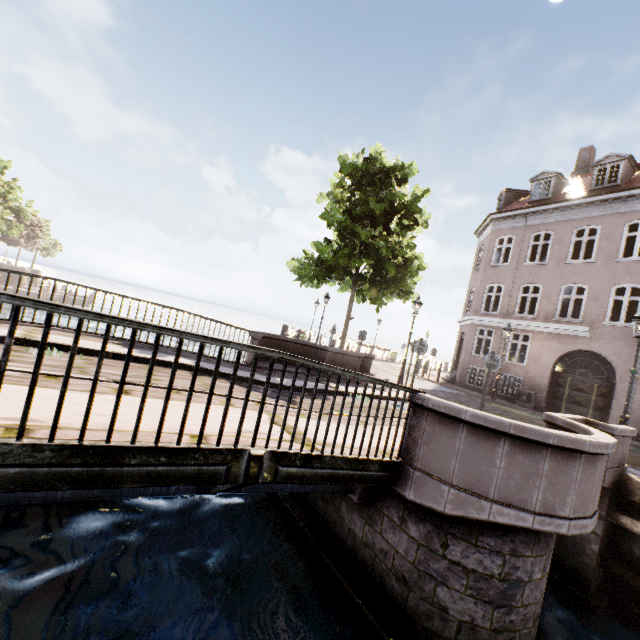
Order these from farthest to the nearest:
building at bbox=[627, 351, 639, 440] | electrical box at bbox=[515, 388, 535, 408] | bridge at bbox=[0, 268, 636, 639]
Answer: → electrical box at bbox=[515, 388, 535, 408], building at bbox=[627, 351, 639, 440], bridge at bbox=[0, 268, 636, 639]

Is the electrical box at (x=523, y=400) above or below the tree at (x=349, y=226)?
below

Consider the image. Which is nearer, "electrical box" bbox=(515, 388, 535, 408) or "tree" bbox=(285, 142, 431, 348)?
"tree" bbox=(285, 142, 431, 348)

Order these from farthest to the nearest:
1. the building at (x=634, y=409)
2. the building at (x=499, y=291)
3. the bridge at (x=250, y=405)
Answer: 1. the building at (x=499, y=291)
2. the building at (x=634, y=409)
3. the bridge at (x=250, y=405)

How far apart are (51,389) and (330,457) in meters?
3.1 m

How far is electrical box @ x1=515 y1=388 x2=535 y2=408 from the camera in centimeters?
1619cm

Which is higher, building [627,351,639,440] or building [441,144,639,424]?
building [441,144,639,424]

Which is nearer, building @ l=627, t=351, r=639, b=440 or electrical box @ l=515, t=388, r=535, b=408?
building @ l=627, t=351, r=639, b=440
